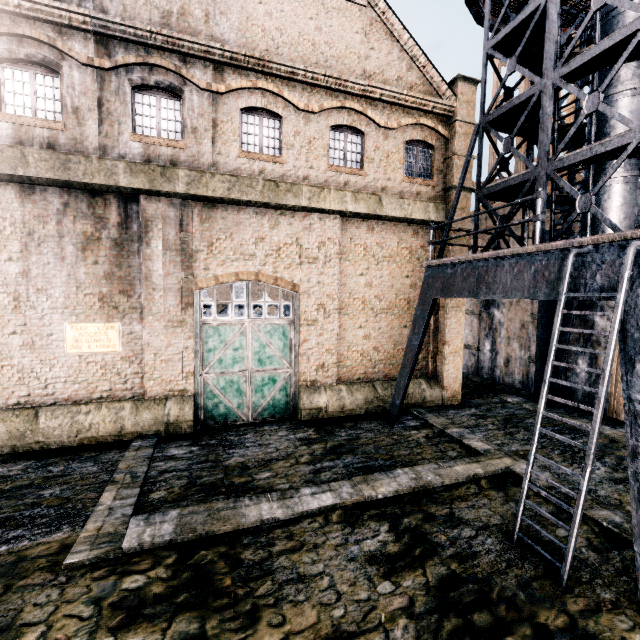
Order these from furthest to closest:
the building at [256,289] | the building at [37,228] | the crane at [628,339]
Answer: the building at [256,289], the building at [37,228], the crane at [628,339]

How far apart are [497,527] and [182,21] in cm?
1858

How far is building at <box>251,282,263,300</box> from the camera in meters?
48.1 m

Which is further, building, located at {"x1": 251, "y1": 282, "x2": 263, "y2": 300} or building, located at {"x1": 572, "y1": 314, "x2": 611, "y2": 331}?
building, located at {"x1": 251, "y1": 282, "x2": 263, "y2": 300}

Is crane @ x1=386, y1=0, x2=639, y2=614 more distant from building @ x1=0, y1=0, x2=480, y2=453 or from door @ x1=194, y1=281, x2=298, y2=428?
door @ x1=194, y1=281, x2=298, y2=428

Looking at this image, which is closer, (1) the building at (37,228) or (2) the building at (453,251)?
(1) the building at (37,228)
